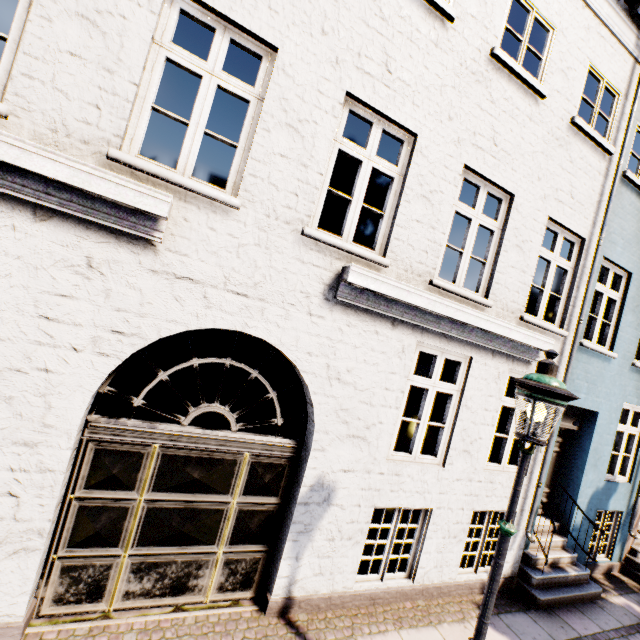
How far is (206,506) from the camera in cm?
388
